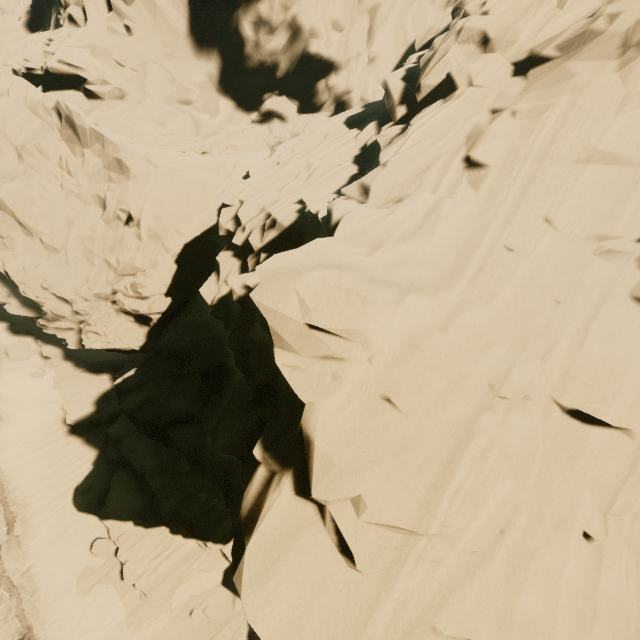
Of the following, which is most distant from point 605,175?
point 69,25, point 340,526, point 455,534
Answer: point 69,25
